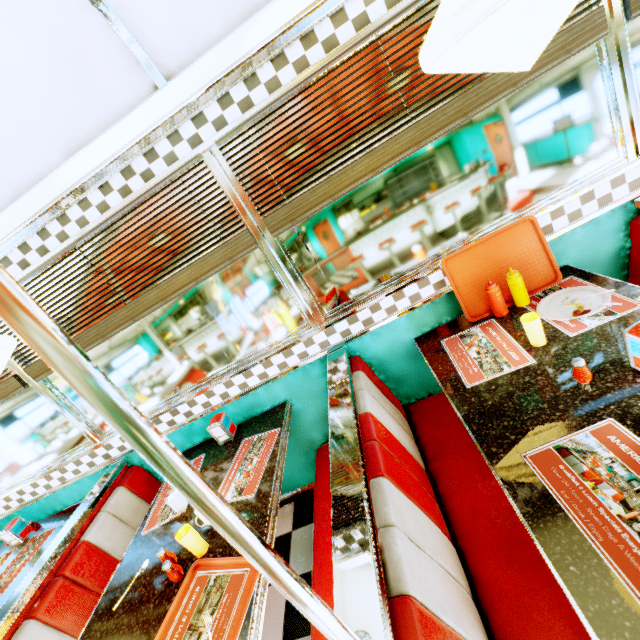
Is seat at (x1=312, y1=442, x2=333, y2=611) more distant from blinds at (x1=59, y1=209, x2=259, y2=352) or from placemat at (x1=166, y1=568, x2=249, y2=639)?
blinds at (x1=59, y1=209, x2=259, y2=352)

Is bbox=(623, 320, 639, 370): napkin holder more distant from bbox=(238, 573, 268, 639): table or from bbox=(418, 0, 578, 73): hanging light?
bbox=(238, 573, 268, 639): table

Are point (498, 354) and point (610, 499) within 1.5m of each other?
yes

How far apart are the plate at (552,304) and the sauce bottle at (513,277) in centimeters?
8cm

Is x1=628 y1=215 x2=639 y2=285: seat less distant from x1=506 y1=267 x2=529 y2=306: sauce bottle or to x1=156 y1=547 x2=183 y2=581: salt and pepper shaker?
x1=506 y1=267 x2=529 y2=306: sauce bottle

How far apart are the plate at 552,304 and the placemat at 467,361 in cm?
20

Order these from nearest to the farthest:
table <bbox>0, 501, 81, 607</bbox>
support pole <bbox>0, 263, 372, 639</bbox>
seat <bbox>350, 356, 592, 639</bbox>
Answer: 1. support pole <bbox>0, 263, 372, 639</bbox>
2. seat <bbox>350, 356, 592, 639</bbox>
3. table <bbox>0, 501, 81, 607</bbox>

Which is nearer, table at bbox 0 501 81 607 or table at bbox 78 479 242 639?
table at bbox 78 479 242 639
